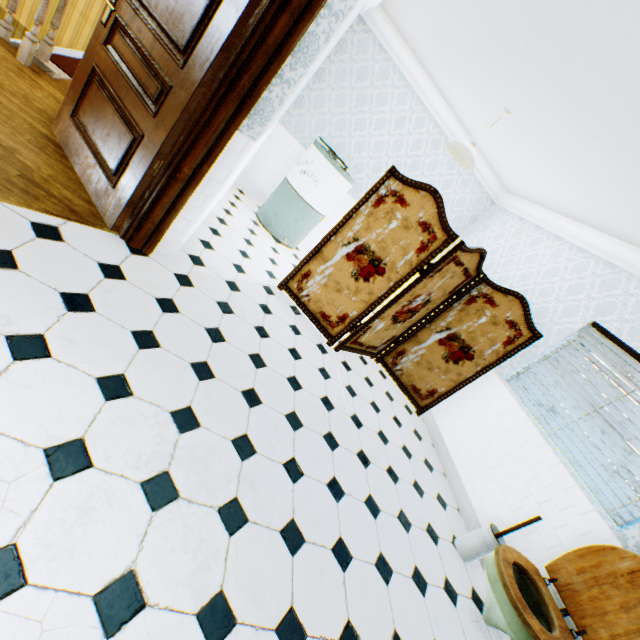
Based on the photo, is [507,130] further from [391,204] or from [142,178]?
[142,178]

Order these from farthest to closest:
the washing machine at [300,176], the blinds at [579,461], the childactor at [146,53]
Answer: the washing machine at [300,176]
the blinds at [579,461]
the childactor at [146,53]

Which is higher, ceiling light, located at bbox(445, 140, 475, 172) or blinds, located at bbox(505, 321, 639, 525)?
ceiling light, located at bbox(445, 140, 475, 172)

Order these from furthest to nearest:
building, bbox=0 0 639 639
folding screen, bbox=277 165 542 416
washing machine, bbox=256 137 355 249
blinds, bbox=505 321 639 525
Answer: washing machine, bbox=256 137 355 249, folding screen, bbox=277 165 542 416, blinds, bbox=505 321 639 525, building, bbox=0 0 639 639

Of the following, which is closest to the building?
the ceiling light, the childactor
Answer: the childactor

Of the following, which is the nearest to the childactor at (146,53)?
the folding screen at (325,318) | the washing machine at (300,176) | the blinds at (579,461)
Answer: the folding screen at (325,318)

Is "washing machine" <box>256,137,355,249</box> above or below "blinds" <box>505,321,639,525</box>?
below

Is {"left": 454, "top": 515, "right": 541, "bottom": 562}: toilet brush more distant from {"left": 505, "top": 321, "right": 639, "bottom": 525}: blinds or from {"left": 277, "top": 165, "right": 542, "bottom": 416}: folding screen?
{"left": 277, "top": 165, "right": 542, "bottom": 416}: folding screen
